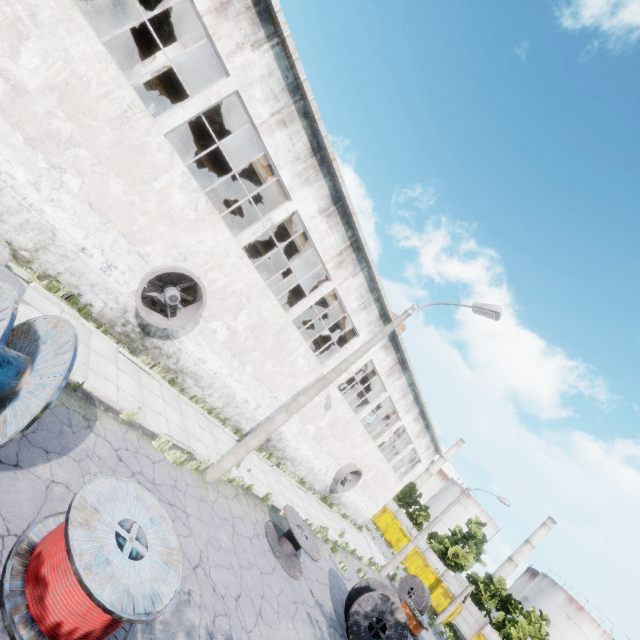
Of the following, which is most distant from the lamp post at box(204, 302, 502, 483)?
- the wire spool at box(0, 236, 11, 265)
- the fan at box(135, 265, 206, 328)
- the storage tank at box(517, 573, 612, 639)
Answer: the storage tank at box(517, 573, 612, 639)

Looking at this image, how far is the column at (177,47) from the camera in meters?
10.5 m

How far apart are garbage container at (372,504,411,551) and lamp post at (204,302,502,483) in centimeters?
3662cm

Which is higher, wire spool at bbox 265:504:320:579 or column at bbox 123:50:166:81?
column at bbox 123:50:166:81

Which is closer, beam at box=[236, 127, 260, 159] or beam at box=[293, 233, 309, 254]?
beam at box=[236, 127, 260, 159]

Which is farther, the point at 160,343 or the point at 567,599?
the point at 567,599

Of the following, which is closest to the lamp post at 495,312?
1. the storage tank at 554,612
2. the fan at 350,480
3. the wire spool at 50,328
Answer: the wire spool at 50,328

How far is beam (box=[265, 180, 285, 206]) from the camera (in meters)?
14.31
